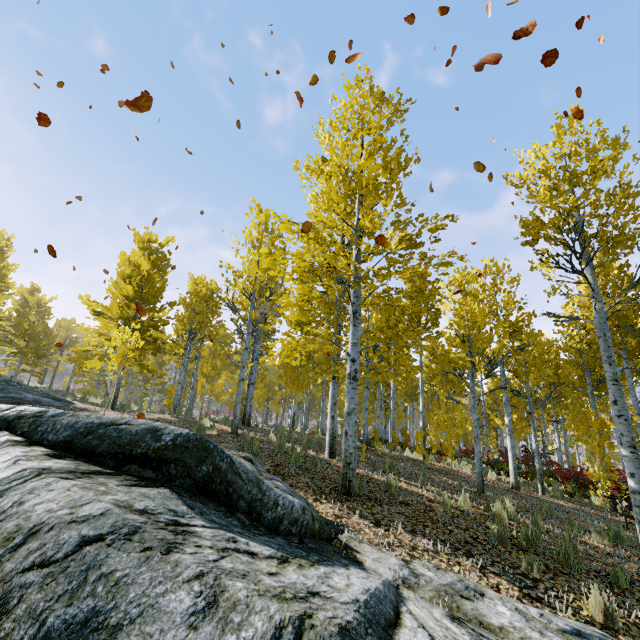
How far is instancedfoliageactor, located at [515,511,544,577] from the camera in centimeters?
450cm

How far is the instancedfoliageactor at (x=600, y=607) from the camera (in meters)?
3.65

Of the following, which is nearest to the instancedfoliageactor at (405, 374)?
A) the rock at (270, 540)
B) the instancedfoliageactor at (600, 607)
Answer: the rock at (270, 540)

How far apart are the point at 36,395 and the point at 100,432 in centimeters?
1067cm

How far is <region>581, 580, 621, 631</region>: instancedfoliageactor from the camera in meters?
3.7 m

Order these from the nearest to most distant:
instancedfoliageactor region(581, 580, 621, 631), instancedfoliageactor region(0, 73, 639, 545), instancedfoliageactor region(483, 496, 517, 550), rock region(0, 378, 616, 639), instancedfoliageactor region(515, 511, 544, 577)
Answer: rock region(0, 378, 616, 639)
instancedfoliageactor region(581, 580, 621, 631)
instancedfoliageactor region(515, 511, 544, 577)
instancedfoliageactor region(483, 496, 517, 550)
instancedfoliageactor region(0, 73, 639, 545)

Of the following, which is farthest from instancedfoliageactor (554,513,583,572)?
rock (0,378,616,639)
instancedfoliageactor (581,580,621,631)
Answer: instancedfoliageactor (581,580,621,631)

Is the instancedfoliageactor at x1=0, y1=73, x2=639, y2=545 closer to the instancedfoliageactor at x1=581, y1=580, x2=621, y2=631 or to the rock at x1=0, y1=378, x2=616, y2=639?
the rock at x1=0, y1=378, x2=616, y2=639
